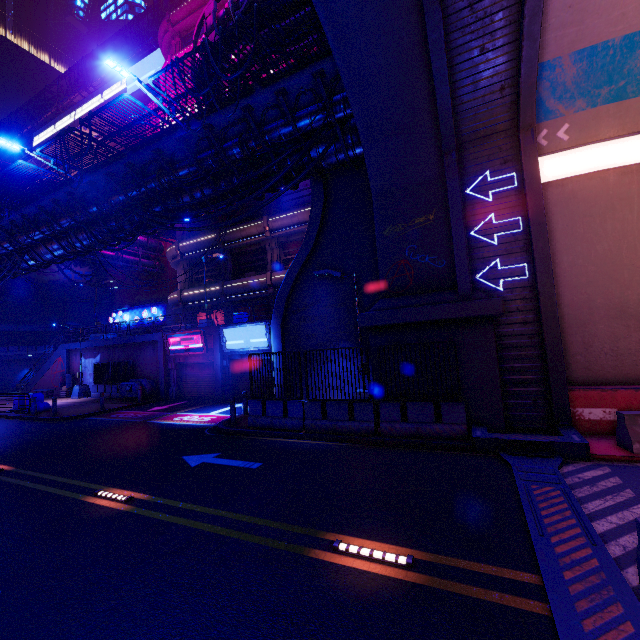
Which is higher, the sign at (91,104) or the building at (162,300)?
the sign at (91,104)

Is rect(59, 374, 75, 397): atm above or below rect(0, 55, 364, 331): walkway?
below

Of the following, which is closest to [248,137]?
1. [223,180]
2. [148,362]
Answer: [223,180]

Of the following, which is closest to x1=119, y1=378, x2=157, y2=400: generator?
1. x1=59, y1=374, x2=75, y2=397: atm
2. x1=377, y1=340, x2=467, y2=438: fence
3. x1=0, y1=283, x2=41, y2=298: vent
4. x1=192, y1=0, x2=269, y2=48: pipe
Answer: x1=59, y1=374, x2=75, y2=397: atm

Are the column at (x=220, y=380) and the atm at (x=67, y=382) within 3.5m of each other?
no

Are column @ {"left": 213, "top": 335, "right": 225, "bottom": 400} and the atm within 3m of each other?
no

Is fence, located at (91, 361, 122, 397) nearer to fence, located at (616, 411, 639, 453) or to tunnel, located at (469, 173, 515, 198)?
tunnel, located at (469, 173, 515, 198)

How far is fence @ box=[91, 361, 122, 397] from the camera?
24.77m
